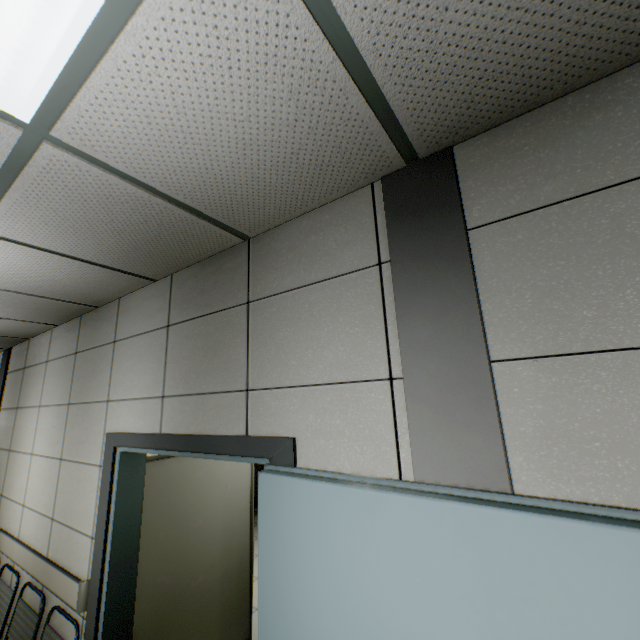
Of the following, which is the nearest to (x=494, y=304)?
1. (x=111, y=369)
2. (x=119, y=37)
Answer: (x=119, y=37)

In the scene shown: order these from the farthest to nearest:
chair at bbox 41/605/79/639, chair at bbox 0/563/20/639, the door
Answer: chair at bbox 0/563/20/639
chair at bbox 41/605/79/639
the door

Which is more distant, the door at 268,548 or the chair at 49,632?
the chair at 49,632

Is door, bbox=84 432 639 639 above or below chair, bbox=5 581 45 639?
above

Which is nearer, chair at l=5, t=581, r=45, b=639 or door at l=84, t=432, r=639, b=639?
door at l=84, t=432, r=639, b=639
